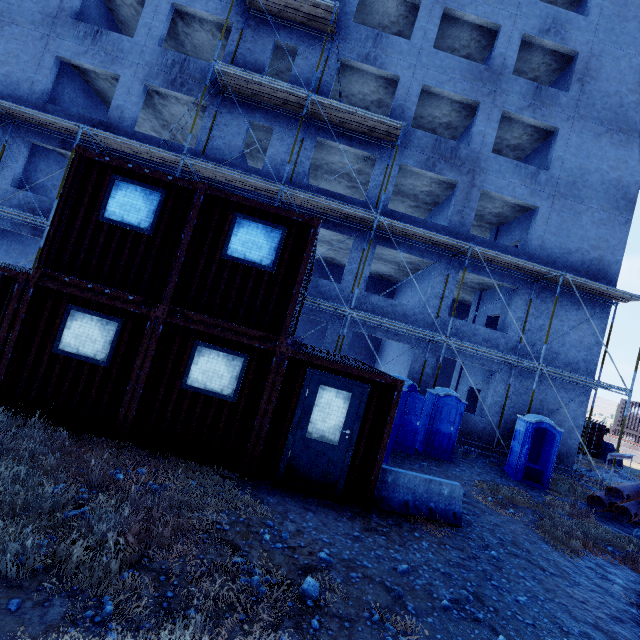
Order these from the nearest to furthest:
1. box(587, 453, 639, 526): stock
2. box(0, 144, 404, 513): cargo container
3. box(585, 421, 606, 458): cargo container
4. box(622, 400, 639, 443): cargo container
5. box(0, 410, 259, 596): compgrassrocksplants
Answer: box(0, 410, 259, 596): compgrassrocksplants < box(0, 144, 404, 513): cargo container < box(587, 453, 639, 526): stock < box(585, 421, 606, 458): cargo container < box(622, 400, 639, 443): cargo container

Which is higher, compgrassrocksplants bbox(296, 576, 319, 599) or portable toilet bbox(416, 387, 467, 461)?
portable toilet bbox(416, 387, 467, 461)

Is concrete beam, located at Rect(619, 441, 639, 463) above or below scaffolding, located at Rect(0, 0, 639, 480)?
below

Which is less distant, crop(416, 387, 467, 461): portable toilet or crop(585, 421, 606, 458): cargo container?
crop(416, 387, 467, 461): portable toilet

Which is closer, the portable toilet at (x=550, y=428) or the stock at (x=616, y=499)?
the stock at (x=616, y=499)

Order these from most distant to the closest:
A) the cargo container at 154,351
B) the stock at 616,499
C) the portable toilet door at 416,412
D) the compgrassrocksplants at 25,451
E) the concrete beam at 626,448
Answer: the concrete beam at 626,448 → the portable toilet door at 416,412 → the stock at 616,499 → the cargo container at 154,351 → the compgrassrocksplants at 25,451

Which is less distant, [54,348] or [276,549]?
[276,549]

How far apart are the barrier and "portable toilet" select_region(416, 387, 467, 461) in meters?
4.4 m
